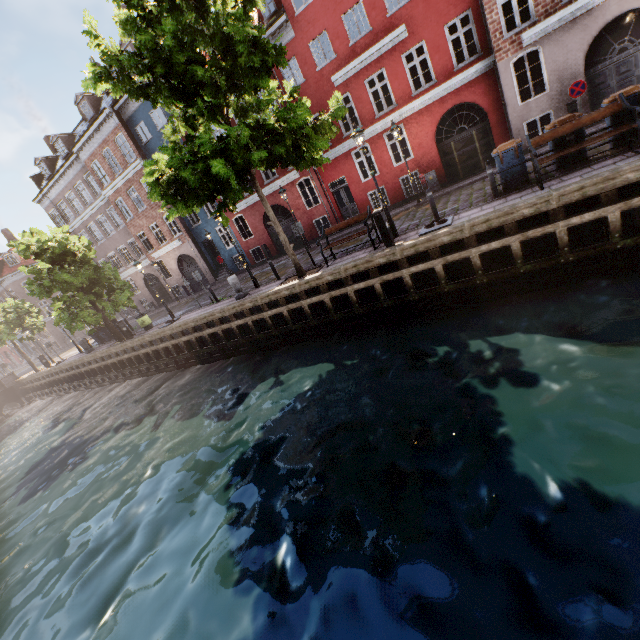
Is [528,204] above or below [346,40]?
below

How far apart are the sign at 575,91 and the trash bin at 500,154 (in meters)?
5.10

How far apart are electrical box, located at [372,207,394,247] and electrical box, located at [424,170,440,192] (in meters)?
8.60

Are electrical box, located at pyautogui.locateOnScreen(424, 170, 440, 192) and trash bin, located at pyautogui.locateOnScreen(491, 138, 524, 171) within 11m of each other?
yes

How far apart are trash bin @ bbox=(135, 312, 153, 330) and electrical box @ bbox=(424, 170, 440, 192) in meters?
18.1 m

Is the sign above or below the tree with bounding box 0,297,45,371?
below

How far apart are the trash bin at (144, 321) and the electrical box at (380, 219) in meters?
16.0

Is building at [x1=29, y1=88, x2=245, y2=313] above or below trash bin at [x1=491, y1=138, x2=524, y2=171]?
above
